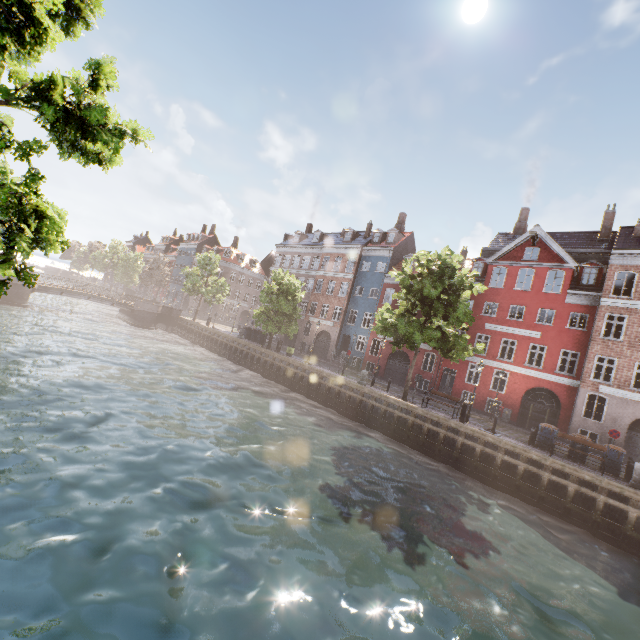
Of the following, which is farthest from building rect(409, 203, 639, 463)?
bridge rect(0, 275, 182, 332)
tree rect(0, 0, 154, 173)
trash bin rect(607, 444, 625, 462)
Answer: bridge rect(0, 275, 182, 332)

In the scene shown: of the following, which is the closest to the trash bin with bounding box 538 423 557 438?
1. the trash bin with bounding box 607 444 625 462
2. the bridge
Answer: the trash bin with bounding box 607 444 625 462

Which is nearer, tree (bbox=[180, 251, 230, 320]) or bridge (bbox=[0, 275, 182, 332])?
bridge (bbox=[0, 275, 182, 332])

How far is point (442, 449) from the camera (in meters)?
18.28

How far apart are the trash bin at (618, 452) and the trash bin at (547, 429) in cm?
187

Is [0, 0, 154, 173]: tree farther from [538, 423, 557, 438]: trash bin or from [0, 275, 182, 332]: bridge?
[538, 423, 557, 438]: trash bin

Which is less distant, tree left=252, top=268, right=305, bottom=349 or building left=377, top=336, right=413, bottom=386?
tree left=252, top=268, right=305, bottom=349

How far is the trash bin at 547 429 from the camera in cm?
1738
